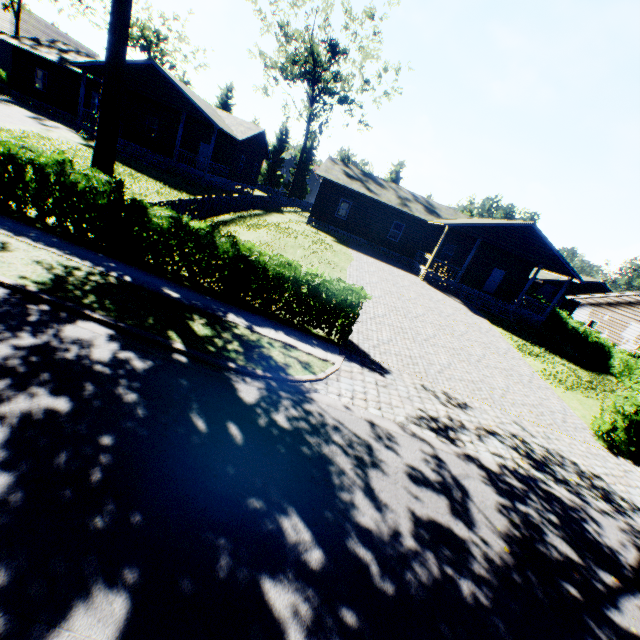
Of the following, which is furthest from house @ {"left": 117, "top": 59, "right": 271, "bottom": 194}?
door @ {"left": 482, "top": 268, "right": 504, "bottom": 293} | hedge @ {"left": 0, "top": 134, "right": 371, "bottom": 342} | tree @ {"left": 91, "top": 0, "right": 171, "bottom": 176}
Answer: hedge @ {"left": 0, "top": 134, "right": 371, "bottom": 342}

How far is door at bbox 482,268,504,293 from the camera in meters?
28.8

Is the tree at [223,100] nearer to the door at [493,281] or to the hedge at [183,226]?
the hedge at [183,226]

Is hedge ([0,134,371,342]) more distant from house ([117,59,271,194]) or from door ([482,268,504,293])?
door ([482,268,504,293])

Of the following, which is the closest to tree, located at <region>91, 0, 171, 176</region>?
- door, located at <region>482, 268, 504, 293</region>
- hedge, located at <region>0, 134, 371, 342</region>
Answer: hedge, located at <region>0, 134, 371, 342</region>

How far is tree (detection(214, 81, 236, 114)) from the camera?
52.8m

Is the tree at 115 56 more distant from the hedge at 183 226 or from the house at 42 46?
the hedge at 183 226

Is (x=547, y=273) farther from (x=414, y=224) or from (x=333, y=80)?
(x=333, y=80)
